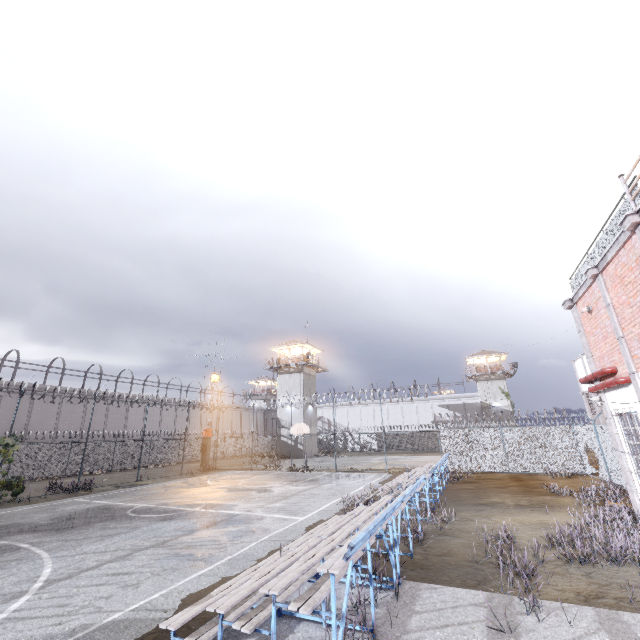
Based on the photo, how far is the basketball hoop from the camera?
25.5 meters

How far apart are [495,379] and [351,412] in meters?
24.7

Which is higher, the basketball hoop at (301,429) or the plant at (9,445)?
the basketball hoop at (301,429)

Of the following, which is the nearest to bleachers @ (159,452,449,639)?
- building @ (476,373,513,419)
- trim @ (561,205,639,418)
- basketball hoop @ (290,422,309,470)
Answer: trim @ (561,205,639,418)

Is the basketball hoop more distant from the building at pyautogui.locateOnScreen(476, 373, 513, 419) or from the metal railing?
the building at pyautogui.locateOnScreen(476, 373, 513, 419)

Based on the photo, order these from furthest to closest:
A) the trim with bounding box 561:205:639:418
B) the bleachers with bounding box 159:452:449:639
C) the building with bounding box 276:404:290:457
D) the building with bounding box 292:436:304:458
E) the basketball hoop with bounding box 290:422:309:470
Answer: the building with bounding box 276:404:290:457, the building with bounding box 292:436:304:458, the basketball hoop with bounding box 290:422:309:470, the trim with bounding box 561:205:639:418, the bleachers with bounding box 159:452:449:639

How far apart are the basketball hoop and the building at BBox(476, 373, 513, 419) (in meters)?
35.42

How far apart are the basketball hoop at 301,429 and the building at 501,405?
35.4 meters
